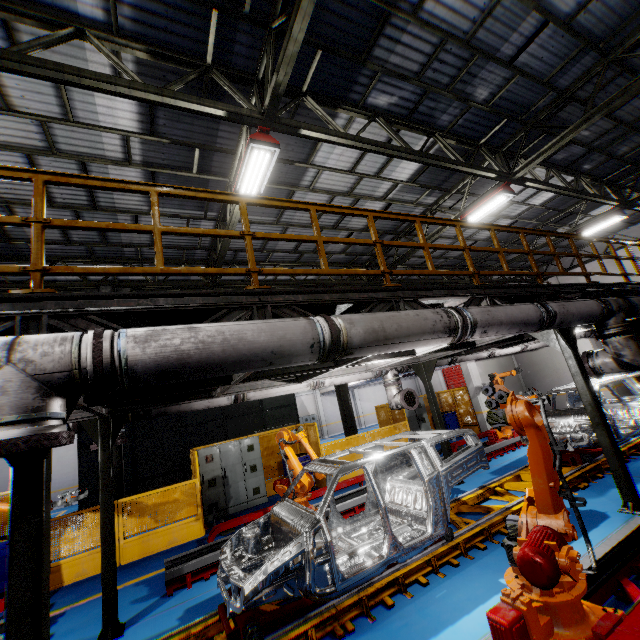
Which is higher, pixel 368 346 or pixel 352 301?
pixel 352 301

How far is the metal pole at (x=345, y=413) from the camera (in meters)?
12.90

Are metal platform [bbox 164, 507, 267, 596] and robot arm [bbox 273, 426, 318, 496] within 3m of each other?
yes

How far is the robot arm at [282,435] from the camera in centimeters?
759cm

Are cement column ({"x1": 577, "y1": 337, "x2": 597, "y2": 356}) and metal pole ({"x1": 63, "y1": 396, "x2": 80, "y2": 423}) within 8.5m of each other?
no

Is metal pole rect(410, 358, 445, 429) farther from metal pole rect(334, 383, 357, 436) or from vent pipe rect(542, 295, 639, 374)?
metal pole rect(334, 383, 357, 436)

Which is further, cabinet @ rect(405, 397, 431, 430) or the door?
the door

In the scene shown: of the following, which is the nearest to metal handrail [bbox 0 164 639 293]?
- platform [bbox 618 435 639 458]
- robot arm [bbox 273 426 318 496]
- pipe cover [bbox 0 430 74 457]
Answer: pipe cover [bbox 0 430 74 457]
